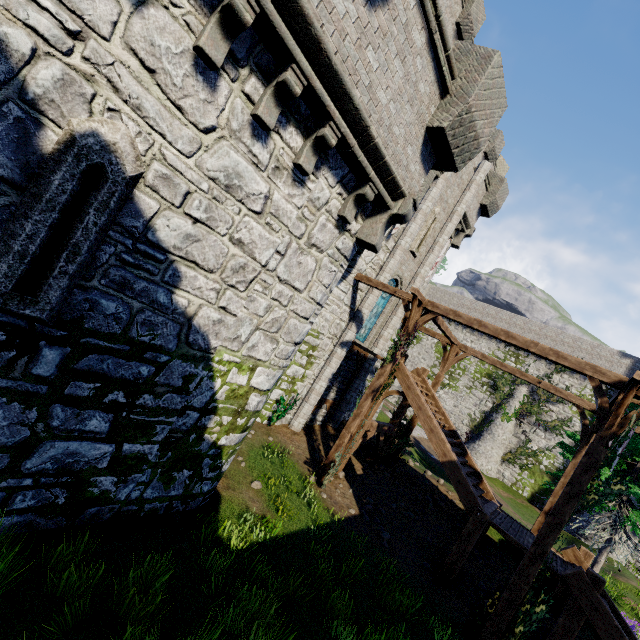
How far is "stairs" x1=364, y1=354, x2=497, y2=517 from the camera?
10.56m

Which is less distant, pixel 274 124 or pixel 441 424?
pixel 274 124

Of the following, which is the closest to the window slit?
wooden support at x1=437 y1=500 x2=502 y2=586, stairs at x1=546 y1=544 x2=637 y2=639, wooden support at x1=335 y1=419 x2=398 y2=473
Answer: wooden support at x1=335 y1=419 x2=398 y2=473

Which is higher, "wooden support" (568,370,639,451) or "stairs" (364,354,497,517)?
"wooden support" (568,370,639,451)

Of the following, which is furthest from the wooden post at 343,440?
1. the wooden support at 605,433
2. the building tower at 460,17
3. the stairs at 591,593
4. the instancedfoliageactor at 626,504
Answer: the instancedfoliageactor at 626,504

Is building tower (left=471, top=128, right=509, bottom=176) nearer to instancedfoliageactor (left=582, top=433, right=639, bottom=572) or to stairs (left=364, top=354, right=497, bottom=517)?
stairs (left=364, top=354, right=497, bottom=517)

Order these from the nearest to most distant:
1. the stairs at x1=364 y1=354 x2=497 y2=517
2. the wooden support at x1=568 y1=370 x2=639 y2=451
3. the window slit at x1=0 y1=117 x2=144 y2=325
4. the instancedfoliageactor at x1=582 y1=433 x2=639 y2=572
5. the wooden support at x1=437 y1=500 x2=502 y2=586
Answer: the window slit at x1=0 y1=117 x2=144 y2=325 → the wooden support at x1=568 y1=370 x2=639 y2=451 → the wooden support at x1=437 y1=500 x2=502 y2=586 → the stairs at x1=364 y1=354 x2=497 y2=517 → the instancedfoliageactor at x1=582 y1=433 x2=639 y2=572

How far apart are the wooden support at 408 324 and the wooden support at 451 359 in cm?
337
